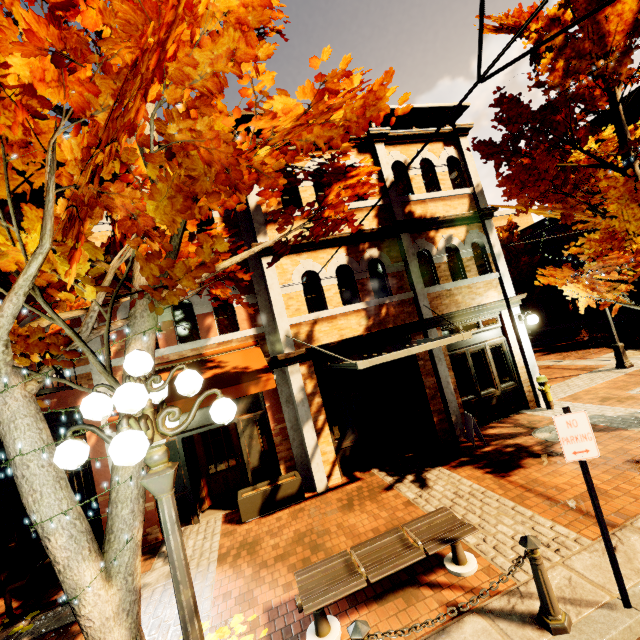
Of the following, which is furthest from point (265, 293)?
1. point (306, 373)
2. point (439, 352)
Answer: point (439, 352)

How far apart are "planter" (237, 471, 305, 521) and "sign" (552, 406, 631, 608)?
5.5 meters

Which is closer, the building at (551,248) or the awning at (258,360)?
the awning at (258,360)

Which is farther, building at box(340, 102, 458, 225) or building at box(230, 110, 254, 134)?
building at box(340, 102, 458, 225)

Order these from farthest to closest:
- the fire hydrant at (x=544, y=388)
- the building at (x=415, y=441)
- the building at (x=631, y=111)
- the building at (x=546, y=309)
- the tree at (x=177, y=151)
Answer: the building at (x=546, y=309) → the building at (x=631, y=111) → the fire hydrant at (x=544, y=388) → the building at (x=415, y=441) → the tree at (x=177, y=151)

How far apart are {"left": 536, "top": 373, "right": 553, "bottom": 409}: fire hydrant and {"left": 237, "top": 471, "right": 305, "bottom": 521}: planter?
7.2m

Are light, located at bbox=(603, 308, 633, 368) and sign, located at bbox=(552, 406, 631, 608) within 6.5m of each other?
no
